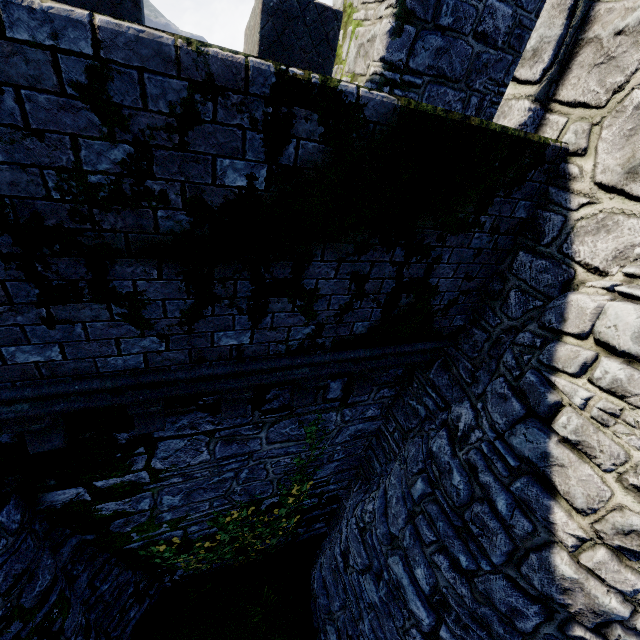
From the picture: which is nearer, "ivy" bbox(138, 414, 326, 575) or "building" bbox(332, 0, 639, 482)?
"building" bbox(332, 0, 639, 482)

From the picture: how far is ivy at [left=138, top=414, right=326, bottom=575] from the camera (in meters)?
6.06

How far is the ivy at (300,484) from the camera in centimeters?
606cm

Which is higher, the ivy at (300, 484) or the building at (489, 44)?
the building at (489, 44)

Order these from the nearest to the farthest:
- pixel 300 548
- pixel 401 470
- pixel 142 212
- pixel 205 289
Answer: pixel 142 212 → pixel 205 289 → pixel 401 470 → pixel 300 548

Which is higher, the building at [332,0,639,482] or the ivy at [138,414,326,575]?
the building at [332,0,639,482]
